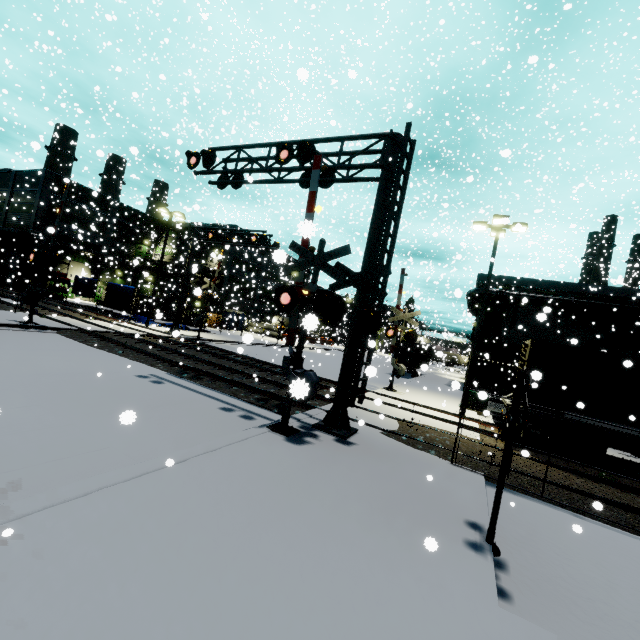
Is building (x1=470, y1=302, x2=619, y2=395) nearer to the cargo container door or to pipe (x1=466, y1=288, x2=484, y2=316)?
pipe (x1=466, y1=288, x2=484, y2=316)

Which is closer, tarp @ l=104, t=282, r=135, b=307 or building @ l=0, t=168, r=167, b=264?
tarp @ l=104, t=282, r=135, b=307

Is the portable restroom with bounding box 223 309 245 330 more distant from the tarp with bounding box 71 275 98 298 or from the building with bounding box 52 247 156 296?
the tarp with bounding box 71 275 98 298

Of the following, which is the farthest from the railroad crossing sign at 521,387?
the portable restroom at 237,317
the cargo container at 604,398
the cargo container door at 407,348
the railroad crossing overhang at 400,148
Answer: the portable restroom at 237,317

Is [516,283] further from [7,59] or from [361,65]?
[7,59]

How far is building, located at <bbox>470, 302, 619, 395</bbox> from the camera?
25.4 meters

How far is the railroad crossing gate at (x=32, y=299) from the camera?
16.1m

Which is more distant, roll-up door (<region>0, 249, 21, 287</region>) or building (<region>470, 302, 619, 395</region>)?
roll-up door (<region>0, 249, 21, 287</region>)
